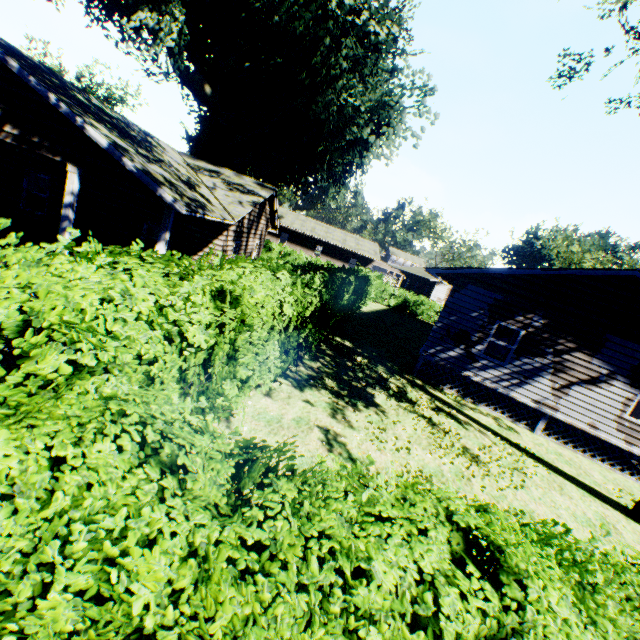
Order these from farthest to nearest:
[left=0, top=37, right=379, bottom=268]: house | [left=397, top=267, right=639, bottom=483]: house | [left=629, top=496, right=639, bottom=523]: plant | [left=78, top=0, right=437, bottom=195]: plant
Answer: [left=78, top=0, right=437, bottom=195]: plant
[left=397, top=267, right=639, bottom=483]: house
[left=629, top=496, right=639, bottom=523]: plant
[left=0, top=37, right=379, bottom=268]: house

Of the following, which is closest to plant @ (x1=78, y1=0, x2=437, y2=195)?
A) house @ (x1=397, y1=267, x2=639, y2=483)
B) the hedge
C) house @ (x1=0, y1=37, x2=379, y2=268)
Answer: house @ (x1=0, y1=37, x2=379, y2=268)

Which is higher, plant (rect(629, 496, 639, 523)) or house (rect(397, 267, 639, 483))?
house (rect(397, 267, 639, 483))

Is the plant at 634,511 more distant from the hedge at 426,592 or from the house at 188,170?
the house at 188,170

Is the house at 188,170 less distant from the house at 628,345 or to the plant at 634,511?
the house at 628,345

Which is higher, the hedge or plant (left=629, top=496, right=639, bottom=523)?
the hedge

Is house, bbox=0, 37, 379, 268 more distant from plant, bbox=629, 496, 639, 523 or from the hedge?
plant, bbox=629, 496, 639, 523

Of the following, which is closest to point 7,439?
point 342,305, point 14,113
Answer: point 14,113
